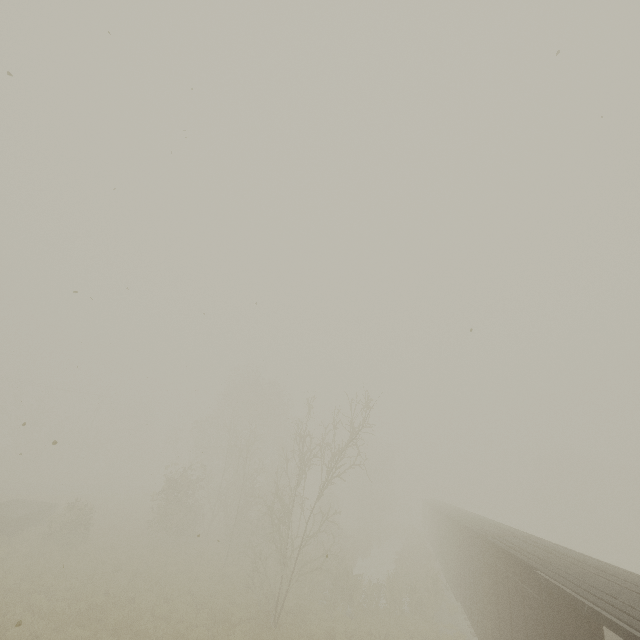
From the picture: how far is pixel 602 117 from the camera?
5.66m

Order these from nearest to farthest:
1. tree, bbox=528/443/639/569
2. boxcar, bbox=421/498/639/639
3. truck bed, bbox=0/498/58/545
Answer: boxcar, bbox=421/498/639/639 < truck bed, bbox=0/498/58/545 < tree, bbox=528/443/639/569

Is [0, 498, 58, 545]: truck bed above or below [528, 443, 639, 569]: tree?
below

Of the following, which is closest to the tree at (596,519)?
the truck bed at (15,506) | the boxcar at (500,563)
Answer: the boxcar at (500,563)

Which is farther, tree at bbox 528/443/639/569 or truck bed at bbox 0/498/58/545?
tree at bbox 528/443/639/569

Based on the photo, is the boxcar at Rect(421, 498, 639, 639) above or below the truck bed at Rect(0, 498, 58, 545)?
above

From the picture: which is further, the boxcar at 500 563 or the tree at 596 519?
the tree at 596 519

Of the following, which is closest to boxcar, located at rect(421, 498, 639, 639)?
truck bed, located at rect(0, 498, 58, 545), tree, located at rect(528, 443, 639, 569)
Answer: tree, located at rect(528, 443, 639, 569)
